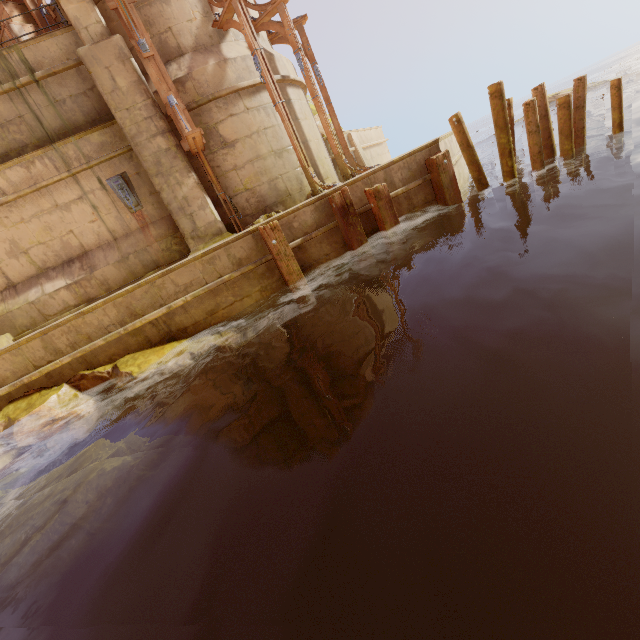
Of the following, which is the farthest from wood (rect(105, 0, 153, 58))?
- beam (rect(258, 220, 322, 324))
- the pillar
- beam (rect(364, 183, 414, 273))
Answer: beam (rect(364, 183, 414, 273))

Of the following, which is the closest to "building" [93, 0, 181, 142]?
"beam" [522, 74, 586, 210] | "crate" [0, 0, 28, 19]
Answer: "crate" [0, 0, 28, 19]

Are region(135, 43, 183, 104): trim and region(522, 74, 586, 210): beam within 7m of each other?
no

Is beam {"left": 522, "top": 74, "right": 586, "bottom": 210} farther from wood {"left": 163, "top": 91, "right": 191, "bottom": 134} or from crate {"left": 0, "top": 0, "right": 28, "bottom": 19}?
crate {"left": 0, "top": 0, "right": 28, "bottom": 19}

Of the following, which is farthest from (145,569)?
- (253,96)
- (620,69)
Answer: (620,69)

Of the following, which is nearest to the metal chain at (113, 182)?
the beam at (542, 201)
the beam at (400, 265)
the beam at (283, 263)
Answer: the beam at (283, 263)

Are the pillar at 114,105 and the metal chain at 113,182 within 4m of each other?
yes
